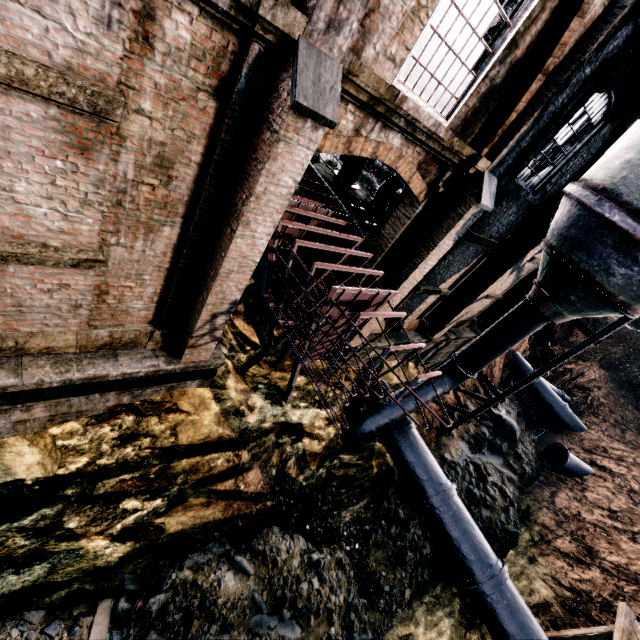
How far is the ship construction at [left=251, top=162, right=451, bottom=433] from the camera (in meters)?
→ 6.73

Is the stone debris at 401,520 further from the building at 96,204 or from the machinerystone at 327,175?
the machinerystone at 327,175

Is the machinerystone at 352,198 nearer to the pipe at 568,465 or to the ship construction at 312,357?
the ship construction at 312,357

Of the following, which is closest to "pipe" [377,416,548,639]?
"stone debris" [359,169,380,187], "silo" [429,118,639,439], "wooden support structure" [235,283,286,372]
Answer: "silo" [429,118,639,439]

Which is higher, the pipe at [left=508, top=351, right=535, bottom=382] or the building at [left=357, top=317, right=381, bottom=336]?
the building at [left=357, top=317, right=381, bottom=336]

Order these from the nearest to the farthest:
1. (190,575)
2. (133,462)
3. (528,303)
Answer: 1. (133,462)
2. (190,575)
3. (528,303)

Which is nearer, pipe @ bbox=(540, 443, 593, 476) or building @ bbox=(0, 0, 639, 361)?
building @ bbox=(0, 0, 639, 361)

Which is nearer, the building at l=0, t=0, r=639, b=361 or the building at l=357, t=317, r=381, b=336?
the building at l=0, t=0, r=639, b=361
